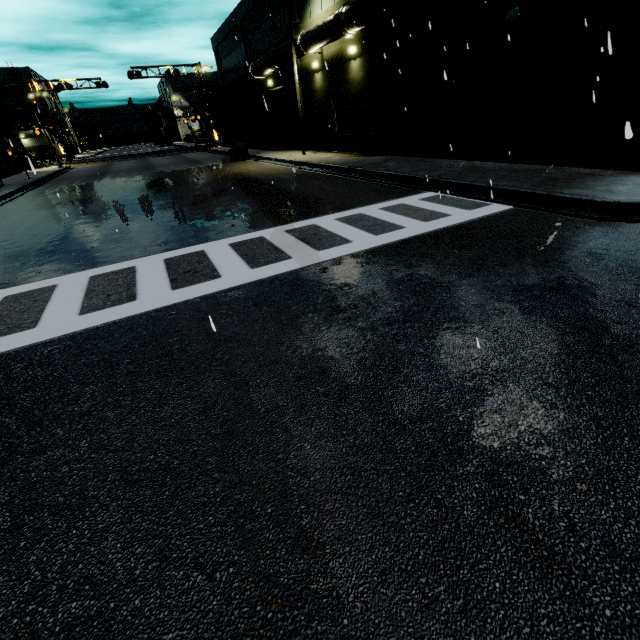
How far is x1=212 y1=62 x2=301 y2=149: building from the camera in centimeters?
2499cm

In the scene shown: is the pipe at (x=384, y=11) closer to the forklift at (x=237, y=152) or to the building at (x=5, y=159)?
the building at (x=5, y=159)

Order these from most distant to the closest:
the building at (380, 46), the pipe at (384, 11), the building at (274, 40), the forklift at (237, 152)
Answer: the forklift at (237, 152) < the building at (274, 40) < the pipe at (384, 11) < the building at (380, 46)

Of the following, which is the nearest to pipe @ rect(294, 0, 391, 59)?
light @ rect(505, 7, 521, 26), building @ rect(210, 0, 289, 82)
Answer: building @ rect(210, 0, 289, 82)

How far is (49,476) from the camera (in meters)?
2.60

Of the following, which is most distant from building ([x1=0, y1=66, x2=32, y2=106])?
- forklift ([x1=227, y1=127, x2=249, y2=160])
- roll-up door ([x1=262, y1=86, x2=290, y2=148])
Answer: forklift ([x1=227, y1=127, x2=249, y2=160])

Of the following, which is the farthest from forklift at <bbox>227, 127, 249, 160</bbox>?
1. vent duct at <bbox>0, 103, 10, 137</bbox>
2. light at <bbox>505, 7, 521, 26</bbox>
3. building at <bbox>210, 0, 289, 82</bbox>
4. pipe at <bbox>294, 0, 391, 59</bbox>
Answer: Result: light at <bbox>505, 7, 521, 26</bbox>

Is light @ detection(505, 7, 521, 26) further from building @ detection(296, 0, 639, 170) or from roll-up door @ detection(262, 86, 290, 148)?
roll-up door @ detection(262, 86, 290, 148)
